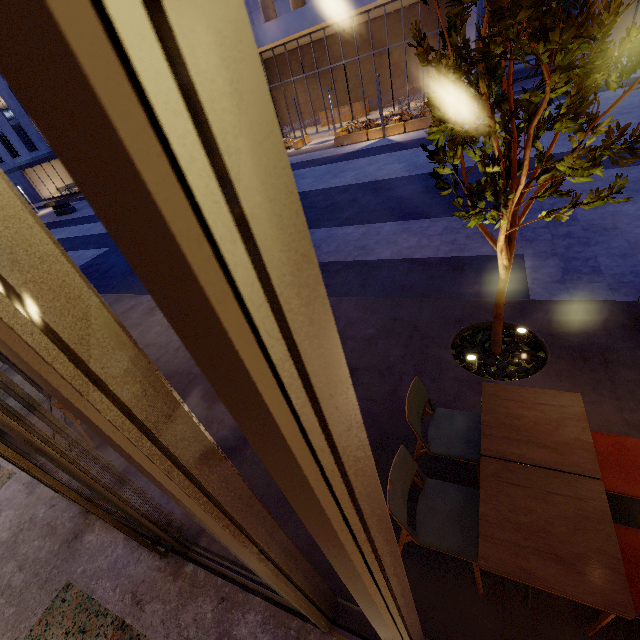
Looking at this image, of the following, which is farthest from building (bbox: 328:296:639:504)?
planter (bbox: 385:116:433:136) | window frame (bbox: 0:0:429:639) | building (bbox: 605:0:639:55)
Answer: building (bbox: 605:0:639:55)

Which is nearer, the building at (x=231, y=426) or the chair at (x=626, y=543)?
the chair at (x=626, y=543)

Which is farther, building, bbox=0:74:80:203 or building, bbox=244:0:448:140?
building, bbox=0:74:80:203

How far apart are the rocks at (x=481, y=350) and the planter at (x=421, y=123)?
16.62m

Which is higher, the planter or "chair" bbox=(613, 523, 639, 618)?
"chair" bbox=(613, 523, 639, 618)

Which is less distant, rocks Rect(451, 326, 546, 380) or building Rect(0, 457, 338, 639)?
building Rect(0, 457, 338, 639)

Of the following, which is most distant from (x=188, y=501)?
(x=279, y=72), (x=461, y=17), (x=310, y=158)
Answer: (x=279, y=72)

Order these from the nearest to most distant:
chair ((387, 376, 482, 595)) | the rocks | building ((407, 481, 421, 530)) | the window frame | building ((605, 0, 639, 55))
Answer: the window frame < chair ((387, 376, 482, 595)) < building ((407, 481, 421, 530)) < the rocks < building ((605, 0, 639, 55))
